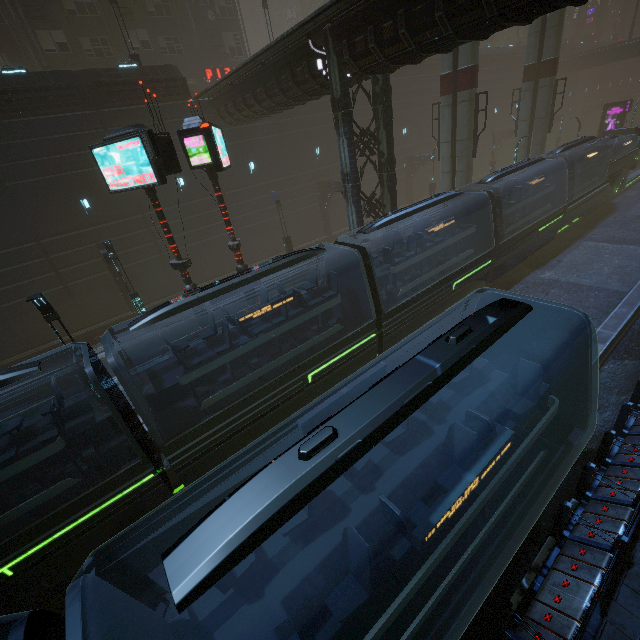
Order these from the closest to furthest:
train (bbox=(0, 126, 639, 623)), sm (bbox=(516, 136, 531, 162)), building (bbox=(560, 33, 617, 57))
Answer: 1. train (bbox=(0, 126, 639, 623))
2. sm (bbox=(516, 136, 531, 162))
3. building (bbox=(560, 33, 617, 57))

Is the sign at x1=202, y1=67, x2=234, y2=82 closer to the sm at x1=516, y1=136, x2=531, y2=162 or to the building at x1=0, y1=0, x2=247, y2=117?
the building at x1=0, y1=0, x2=247, y2=117

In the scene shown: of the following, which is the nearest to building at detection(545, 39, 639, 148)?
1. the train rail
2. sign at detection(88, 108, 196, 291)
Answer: the train rail

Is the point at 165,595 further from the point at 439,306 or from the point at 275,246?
the point at 275,246

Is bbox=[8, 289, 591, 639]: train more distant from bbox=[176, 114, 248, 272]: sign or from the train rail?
bbox=[176, 114, 248, 272]: sign

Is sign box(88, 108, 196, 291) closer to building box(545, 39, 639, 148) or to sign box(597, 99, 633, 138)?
building box(545, 39, 639, 148)

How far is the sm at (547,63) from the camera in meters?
22.3 m

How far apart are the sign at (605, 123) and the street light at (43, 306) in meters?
50.2
